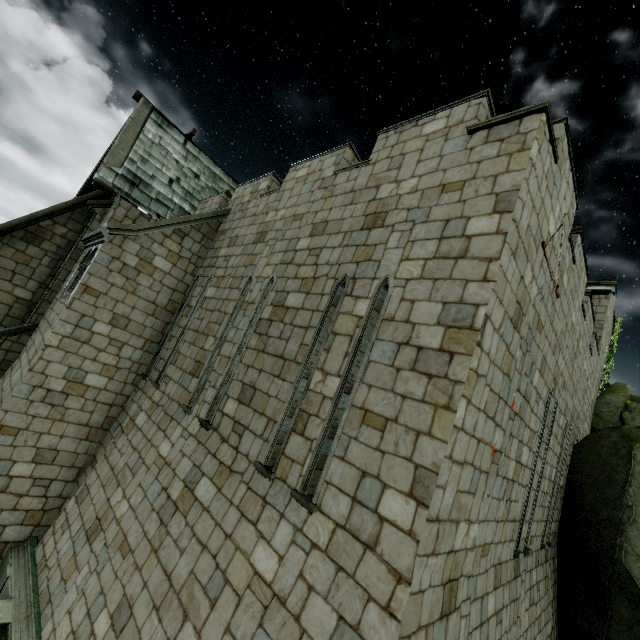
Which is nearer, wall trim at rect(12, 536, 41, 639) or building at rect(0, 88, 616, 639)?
building at rect(0, 88, 616, 639)

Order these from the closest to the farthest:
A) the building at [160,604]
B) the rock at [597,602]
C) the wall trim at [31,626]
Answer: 1. the building at [160,604]
2. the wall trim at [31,626]
3. the rock at [597,602]

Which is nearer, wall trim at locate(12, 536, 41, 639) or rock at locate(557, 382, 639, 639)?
wall trim at locate(12, 536, 41, 639)

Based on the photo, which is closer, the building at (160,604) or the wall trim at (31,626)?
the building at (160,604)

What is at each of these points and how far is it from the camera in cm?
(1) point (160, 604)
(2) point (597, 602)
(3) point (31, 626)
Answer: (1) building, 486
(2) rock, 892
(3) wall trim, 604

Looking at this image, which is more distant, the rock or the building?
the rock

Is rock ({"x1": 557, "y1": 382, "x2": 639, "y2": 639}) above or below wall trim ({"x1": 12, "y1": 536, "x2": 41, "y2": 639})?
above

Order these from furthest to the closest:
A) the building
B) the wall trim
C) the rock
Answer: the rock < the wall trim < the building
